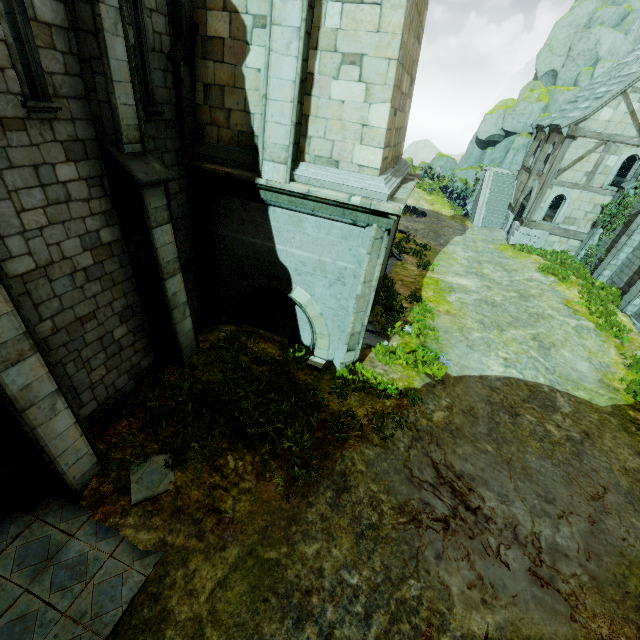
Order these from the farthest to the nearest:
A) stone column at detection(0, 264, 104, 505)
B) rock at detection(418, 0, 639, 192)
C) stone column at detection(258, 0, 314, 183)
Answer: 1. rock at detection(418, 0, 639, 192)
2. stone column at detection(258, 0, 314, 183)
3. stone column at detection(0, 264, 104, 505)

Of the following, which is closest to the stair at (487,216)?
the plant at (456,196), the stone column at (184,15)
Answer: the plant at (456,196)

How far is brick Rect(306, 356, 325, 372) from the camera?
9.2 meters

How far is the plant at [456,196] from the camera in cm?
3094

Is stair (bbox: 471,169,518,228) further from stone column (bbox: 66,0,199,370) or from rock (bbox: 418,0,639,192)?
stone column (bbox: 66,0,199,370)

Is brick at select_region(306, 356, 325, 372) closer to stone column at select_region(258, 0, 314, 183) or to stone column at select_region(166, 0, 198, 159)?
stone column at select_region(258, 0, 314, 183)

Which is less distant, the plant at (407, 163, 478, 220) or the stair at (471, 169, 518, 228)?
the stair at (471, 169, 518, 228)

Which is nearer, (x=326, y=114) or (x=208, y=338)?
(x=326, y=114)
